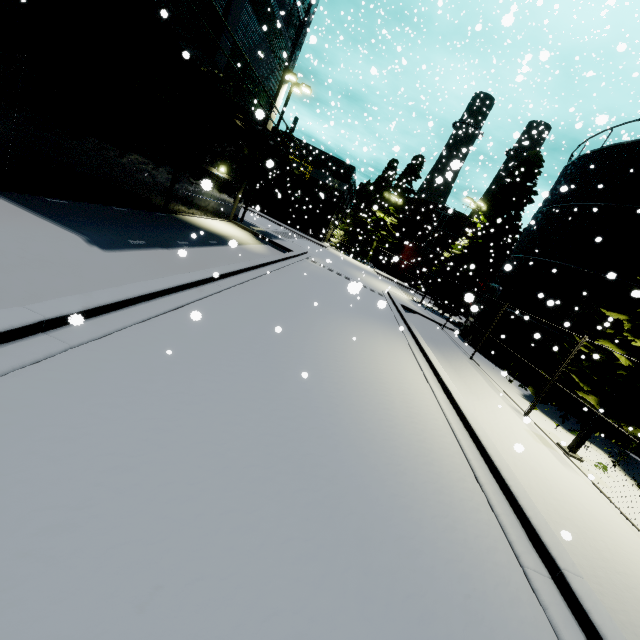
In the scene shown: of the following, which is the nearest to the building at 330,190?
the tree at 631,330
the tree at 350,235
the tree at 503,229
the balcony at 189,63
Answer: the balcony at 189,63

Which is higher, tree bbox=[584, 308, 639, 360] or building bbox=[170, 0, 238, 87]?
building bbox=[170, 0, 238, 87]

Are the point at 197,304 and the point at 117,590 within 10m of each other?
yes

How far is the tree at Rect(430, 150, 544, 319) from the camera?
25.0m

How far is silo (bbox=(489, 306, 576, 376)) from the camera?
15.0m

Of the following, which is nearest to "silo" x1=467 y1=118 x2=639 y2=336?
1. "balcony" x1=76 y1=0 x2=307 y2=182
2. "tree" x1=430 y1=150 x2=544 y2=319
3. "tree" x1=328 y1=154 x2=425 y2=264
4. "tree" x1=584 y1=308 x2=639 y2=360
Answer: "tree" x1=584 y1=308 x2=639 y2=360

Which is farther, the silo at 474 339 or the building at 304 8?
the silo at 474 339
